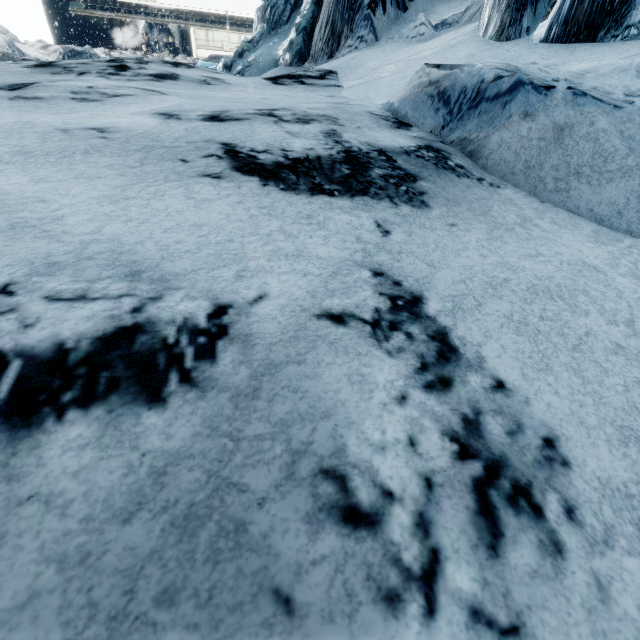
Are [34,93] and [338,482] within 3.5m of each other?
no
